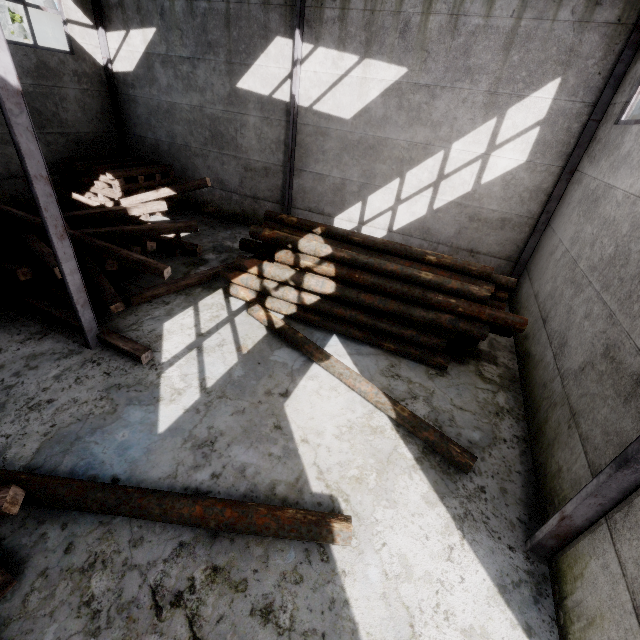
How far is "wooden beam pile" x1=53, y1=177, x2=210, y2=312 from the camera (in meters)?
6.87

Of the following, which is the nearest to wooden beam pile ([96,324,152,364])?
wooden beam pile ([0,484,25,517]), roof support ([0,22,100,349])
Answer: roof support ([0,22,100,349])

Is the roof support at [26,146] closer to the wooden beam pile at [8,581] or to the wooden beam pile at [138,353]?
the wooden beam pile at [138,353]

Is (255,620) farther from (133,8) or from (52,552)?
(133,8)

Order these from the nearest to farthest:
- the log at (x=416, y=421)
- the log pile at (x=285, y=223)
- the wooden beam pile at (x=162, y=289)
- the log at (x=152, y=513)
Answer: the log at (x=152, y=513)
the log at (x=416, y=421)
the log pile at (x=285, y=223)
the wooden beam pile at (x=162, y=289)

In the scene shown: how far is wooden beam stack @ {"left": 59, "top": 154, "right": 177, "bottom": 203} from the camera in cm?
1088

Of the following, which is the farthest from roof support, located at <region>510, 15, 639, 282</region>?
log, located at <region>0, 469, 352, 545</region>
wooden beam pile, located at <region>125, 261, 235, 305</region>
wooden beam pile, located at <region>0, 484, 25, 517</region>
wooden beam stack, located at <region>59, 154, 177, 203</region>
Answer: wooden beam pile, located at <region>0, 484, 25, 517</region>

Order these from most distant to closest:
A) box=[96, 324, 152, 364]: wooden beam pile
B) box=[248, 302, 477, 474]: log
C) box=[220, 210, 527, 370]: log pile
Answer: box=[220, 210, 527, 370]: log pile < box=[96, 324, 152, 364]: wooden beam pile < box=[248, 302, 477, 474]: log
